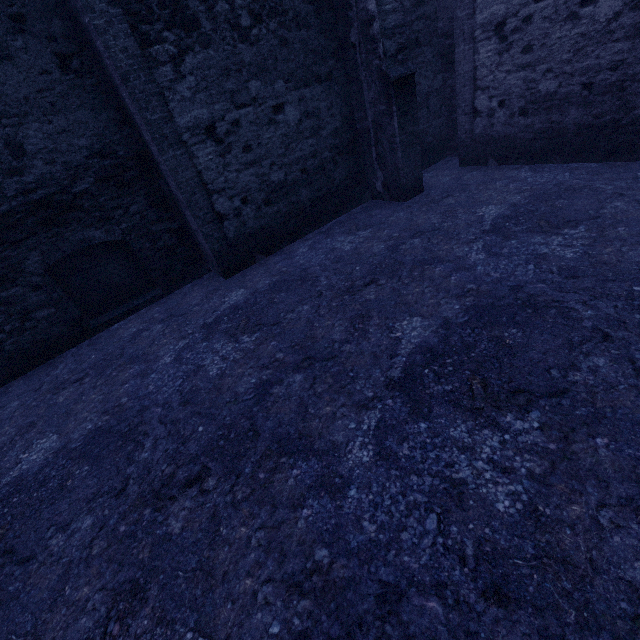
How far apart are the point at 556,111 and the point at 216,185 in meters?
6.4
